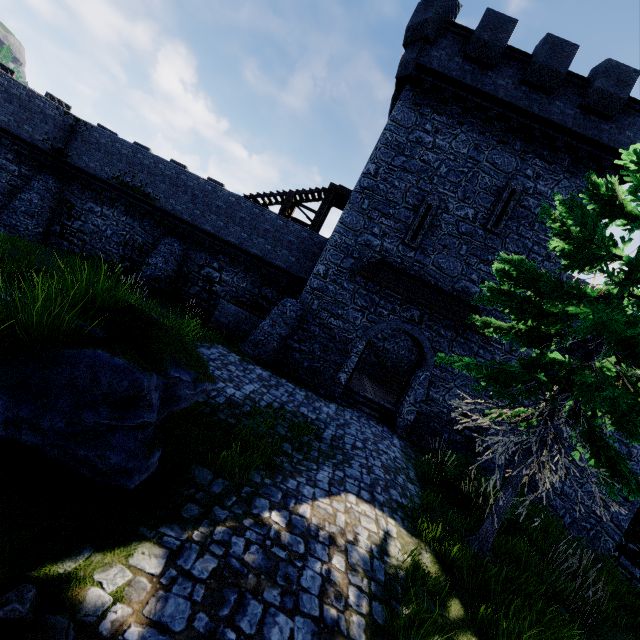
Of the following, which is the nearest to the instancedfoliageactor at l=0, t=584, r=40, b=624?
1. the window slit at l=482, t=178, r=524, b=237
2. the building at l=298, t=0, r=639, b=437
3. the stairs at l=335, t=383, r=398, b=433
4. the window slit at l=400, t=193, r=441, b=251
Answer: the stairs at l=335, t=383, r=398, b=433

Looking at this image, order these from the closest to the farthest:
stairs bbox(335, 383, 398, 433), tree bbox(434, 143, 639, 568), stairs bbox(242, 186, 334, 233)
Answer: tree bbox(434, 143, 639, 568) → stairs bbox(335, 383, 398, 433) → stairs bbox(242, 186, 334, 233)

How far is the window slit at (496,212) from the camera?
13.52m

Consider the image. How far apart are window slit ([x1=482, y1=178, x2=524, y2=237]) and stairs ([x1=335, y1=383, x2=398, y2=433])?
8.8 meters

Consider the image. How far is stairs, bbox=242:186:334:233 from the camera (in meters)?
18.36

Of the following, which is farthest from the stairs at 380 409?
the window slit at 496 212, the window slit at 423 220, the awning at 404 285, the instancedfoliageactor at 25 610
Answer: the instancedfoliageactor at 25 610

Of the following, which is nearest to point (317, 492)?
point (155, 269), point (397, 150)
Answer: point (397, 150)

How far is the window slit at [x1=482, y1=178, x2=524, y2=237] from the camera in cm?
1352
